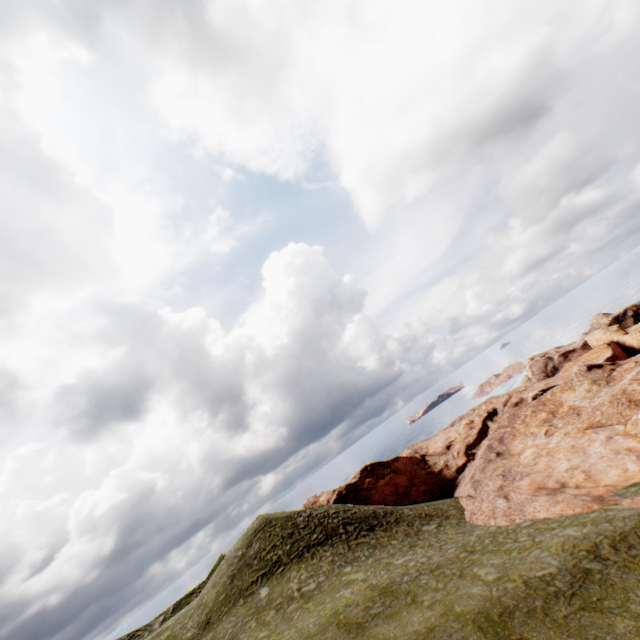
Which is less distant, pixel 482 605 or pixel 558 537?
pixel 482 605
